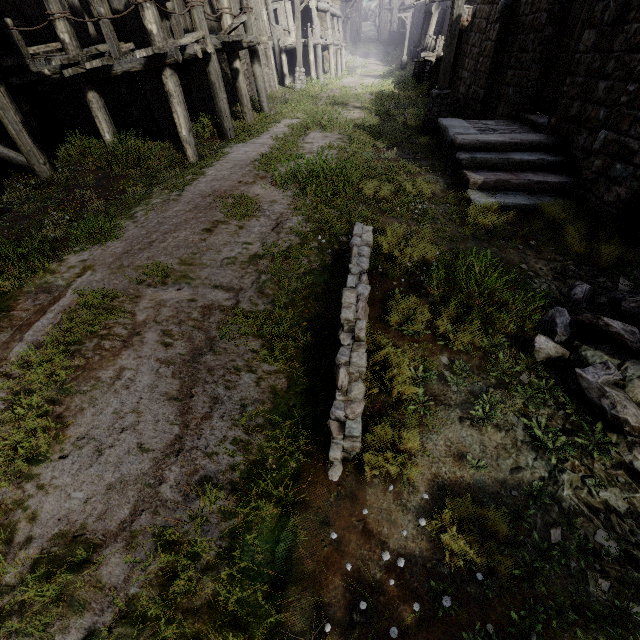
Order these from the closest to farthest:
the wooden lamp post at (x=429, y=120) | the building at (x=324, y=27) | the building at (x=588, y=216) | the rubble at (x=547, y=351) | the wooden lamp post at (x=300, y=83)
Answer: the rubble at (x=547, y=351) → the building at (x=588, y=216) → the wooden lamp post at (x=429, y=120) → the wooden lamp post at (x=300, y=83) → the building at (x=324, y=27)

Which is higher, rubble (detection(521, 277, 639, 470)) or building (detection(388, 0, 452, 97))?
building (detection(388, 0, 452, 97))

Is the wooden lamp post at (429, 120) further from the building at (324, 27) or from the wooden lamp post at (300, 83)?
the wooden lamp post at (300, 83)

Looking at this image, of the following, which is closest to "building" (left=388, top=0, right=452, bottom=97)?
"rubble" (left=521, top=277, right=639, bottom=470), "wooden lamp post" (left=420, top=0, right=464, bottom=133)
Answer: "rubble" (left=521, top=277, right=639, bottom=470)

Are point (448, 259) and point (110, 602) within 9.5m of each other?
yes

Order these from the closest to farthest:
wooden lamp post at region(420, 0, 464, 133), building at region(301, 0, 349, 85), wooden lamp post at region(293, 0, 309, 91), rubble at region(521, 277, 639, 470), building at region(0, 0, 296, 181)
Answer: rubble at region(521, 277, 639, 470), building at region(0, 0, 296, 181), wooden lamp post at region(420, 0, 464, 133), wooden lamp post at region(293, 0, 309, 91), building at region(301, 0, 349, 85)

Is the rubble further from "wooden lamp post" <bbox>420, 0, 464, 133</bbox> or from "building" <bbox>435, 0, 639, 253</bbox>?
"wooden lamp post" <bbox>420, 0, 464, 133</bbox>
